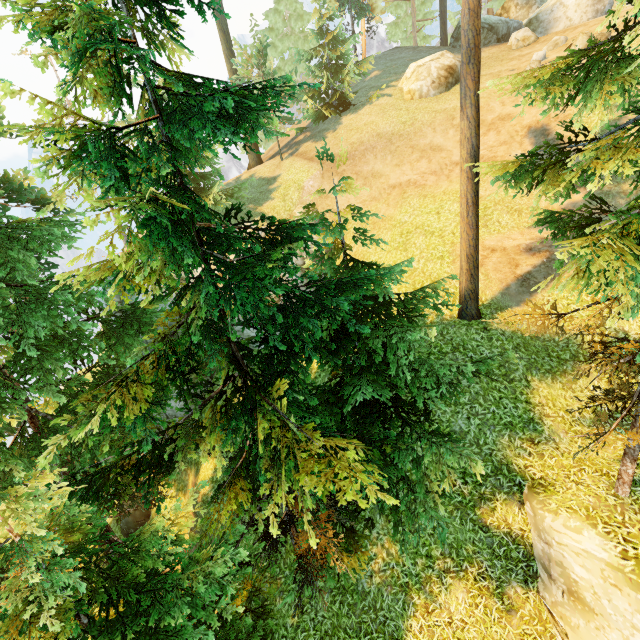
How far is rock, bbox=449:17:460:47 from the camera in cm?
2558

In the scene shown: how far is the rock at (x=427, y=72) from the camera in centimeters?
2103cm

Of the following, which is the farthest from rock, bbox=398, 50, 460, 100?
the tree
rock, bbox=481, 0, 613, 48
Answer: the tree

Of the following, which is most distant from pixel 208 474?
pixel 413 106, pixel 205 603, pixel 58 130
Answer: pixel 413 106

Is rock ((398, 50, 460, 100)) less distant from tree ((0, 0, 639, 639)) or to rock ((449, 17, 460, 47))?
rock ((449, 17, 460, 47))

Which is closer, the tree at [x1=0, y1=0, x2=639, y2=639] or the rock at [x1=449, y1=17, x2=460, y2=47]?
the tree at [x1=0, y1=0, x2=639, y2=639]

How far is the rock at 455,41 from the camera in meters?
25.6
